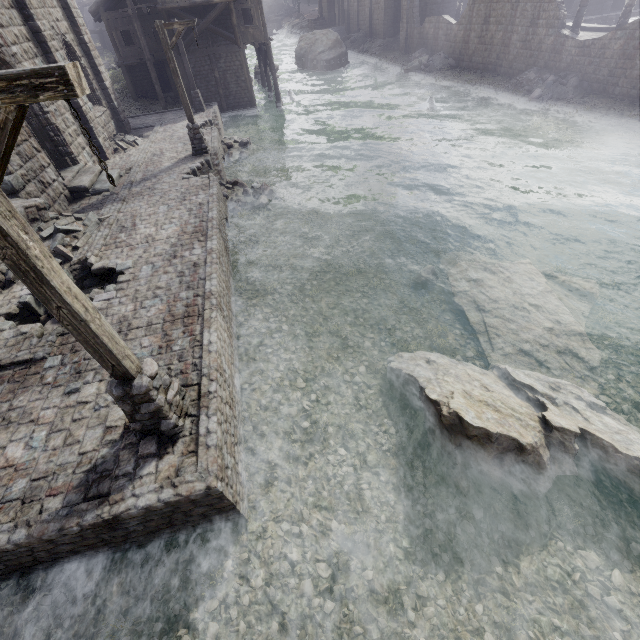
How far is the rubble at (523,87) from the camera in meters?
20.7 m

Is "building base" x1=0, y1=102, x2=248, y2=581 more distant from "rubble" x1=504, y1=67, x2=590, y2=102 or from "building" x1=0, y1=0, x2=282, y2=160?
"rubble" x1=504, y1=67, x2=590, y2=102

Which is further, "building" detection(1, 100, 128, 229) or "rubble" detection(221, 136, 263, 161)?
"rubble" detection(221, 136, 263, 161)

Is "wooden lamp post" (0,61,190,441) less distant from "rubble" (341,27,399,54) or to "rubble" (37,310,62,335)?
"rubble" (37,310,62,335)

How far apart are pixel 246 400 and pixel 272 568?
3.3m

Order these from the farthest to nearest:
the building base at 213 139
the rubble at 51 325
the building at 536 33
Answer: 1. the building at 536 33
2. the rubble at 51 325
3. the building base at 213 139

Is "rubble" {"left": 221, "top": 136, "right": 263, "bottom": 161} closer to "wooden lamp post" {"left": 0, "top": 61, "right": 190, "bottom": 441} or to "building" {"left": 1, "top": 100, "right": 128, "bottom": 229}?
"building" {"left": 1, "top": 100, "right": 128, "bottom": 229}

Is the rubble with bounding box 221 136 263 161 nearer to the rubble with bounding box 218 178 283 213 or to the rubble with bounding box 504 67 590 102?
the rubble with bounding box 218 178 283 213
